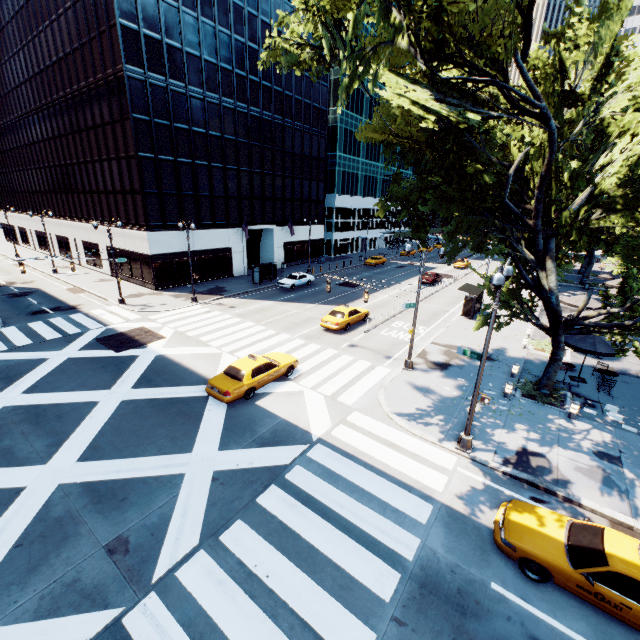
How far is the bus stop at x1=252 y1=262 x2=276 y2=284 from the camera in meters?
36.9 m

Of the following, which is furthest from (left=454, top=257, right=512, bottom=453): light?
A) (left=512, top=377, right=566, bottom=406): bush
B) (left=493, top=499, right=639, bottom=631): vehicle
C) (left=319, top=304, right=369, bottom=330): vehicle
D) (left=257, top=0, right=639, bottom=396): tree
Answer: (left=319, top=304, right=369, bottom=330): vehicle

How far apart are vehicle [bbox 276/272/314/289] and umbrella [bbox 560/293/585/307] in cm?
2463

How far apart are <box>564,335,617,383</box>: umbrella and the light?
9.52m

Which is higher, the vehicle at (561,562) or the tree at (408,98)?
the tree at (408,98)

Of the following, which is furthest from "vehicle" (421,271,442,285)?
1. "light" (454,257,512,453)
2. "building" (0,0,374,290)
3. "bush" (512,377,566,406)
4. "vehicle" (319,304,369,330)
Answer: "light" (454,257,512,453)

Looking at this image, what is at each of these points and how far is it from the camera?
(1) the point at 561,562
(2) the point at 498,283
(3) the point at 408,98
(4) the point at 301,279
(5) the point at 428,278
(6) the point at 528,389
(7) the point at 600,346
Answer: (1) vehicle, 8.0m
(2) light, 9.7m
(3) tree, 11.7m
(4) vehicle, 37.7m
(5) vehicle, 40.2m
(6) bush, 17.0m
(7) umbrella, 17.0m

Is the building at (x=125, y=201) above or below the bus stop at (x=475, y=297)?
above
